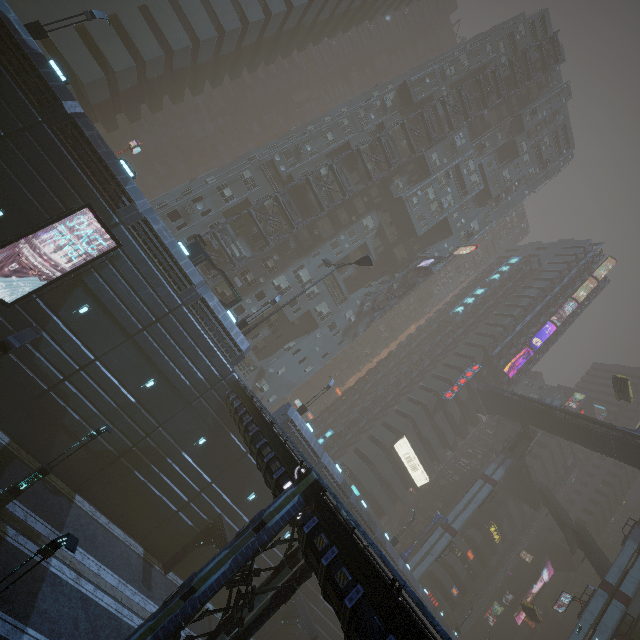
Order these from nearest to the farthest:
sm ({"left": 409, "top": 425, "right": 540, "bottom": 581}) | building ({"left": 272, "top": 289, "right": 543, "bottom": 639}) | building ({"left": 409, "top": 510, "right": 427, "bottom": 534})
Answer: building ({"left": 272, "top": 289, "right": 543, "bottom": 639})
sm ({"left": 409, "top": 425, "right": 540, "bottom": 581})
building ({"left": 409, "top": 510, "right": 427, "bottom": 534})

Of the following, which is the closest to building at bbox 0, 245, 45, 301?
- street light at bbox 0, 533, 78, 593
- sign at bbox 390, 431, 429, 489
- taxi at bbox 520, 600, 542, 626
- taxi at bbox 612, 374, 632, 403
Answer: sign at bbox 390, 431, 429, 489

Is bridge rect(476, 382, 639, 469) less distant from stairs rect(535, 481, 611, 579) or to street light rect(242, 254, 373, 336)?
stairs rect(535, 481, 611, 579)

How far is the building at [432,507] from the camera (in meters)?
57.95

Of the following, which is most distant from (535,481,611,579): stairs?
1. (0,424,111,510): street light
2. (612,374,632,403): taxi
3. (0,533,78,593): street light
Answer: (0,533,78,593): street light

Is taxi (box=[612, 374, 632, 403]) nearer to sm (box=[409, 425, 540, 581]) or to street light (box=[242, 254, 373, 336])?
sm (box=[409, 425, 540, 581])

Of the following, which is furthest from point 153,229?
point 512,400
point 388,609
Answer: point 512,400

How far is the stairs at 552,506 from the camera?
42.5m
